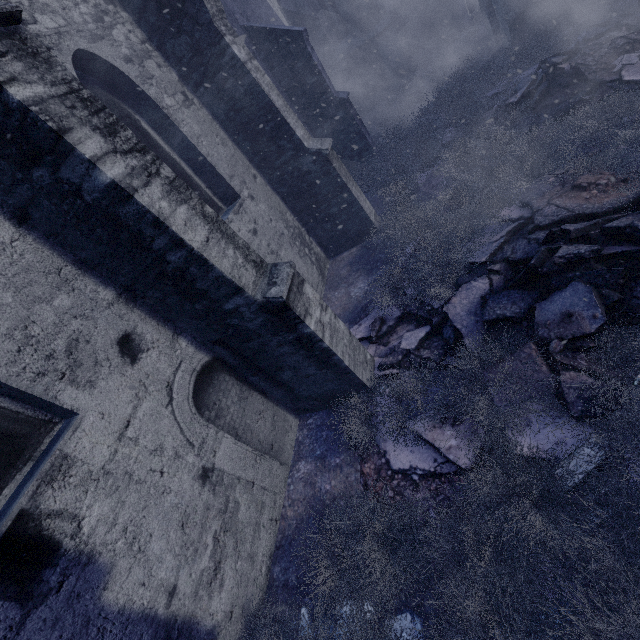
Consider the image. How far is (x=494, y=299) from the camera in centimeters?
382cm

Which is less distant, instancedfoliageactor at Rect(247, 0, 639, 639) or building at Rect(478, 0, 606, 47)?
instancedfoliageactor at Rect(247, 0, 639, 639)

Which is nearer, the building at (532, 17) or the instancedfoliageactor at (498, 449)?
the instancedfoliageactor at (498, 449)

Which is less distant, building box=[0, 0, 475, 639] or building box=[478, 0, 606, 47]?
building box=[0, 0, 475, 639]

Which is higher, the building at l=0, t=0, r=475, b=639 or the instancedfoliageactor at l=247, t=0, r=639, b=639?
the building at l=0, t=0, r=475, b=639

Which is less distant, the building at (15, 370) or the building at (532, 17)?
the building at (15, 370)
